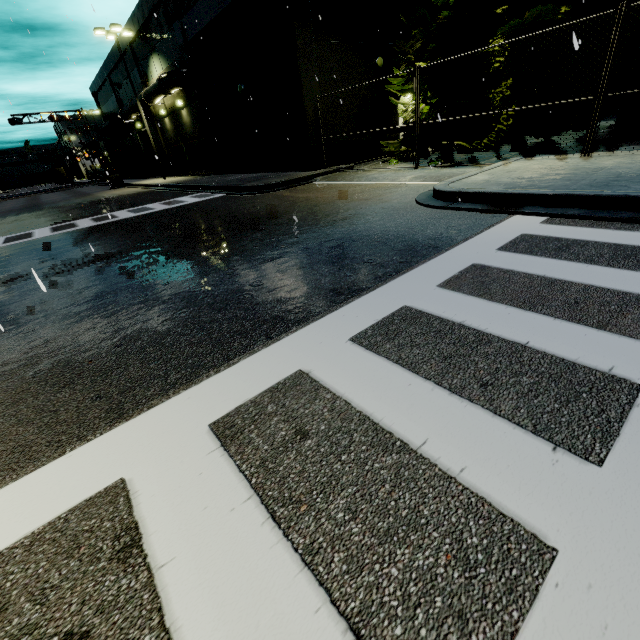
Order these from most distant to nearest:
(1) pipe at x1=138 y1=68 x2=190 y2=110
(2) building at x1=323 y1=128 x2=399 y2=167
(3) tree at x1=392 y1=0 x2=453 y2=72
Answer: →
(1) pipe at x1=138 y1=68 x2=190 y2=110
(2) building at x1=323 y1=128 x2=399 y2=167
(3) tree at x1=392 y1=0 x2=453 y2=72

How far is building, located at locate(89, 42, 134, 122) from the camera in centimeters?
3038cm

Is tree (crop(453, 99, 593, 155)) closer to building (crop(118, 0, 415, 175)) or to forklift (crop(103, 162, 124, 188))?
building (crop(118, 0, 415, 175))

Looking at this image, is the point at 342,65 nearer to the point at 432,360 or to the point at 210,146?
the point at 210,146

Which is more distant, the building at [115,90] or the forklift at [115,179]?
the building at [115,90]

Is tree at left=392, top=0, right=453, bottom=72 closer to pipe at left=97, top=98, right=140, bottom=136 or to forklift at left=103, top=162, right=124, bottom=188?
pipe at left=97, top=98, right=140, bottom=136

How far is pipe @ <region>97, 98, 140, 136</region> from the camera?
28.1m

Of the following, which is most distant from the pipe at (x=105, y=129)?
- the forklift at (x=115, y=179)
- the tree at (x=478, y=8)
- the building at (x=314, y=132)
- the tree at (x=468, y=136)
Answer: the tree at (x=478, y=8)
